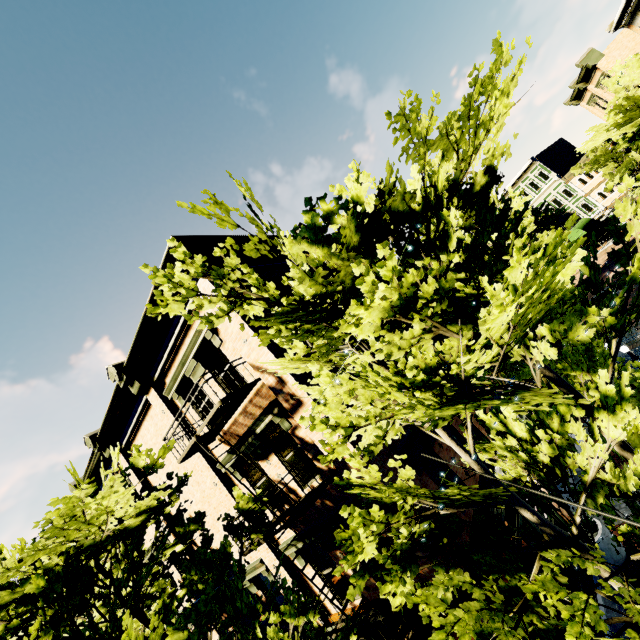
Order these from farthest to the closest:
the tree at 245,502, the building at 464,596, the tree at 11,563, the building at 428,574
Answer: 1. the tree at 245,502
2. the building at 428,574
3. the building at 464,596
4. the tree at 11,563

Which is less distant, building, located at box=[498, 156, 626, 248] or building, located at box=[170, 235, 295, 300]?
building, located at box=[170, 235, 295, 300]

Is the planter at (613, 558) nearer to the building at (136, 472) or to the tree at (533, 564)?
the building at (136, 472)

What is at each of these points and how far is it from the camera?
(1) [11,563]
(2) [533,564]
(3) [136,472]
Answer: (1) tree, 4.3 meters
(2) tree, 5.3 meters
(3) building, 13.4 meters

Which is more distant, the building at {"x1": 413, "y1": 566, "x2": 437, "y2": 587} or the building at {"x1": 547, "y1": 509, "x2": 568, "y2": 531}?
the building at {"x1": 547, "y1": 509, "x2": 568, "y2": 531}

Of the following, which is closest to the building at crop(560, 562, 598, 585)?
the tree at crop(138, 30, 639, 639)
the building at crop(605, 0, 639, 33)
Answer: the tree at crop(138, 30, 639, 639)

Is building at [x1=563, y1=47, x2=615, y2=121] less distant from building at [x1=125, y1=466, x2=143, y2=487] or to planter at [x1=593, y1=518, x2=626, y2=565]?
building at [x1=125, y1=466, x2=143, y2=487]
